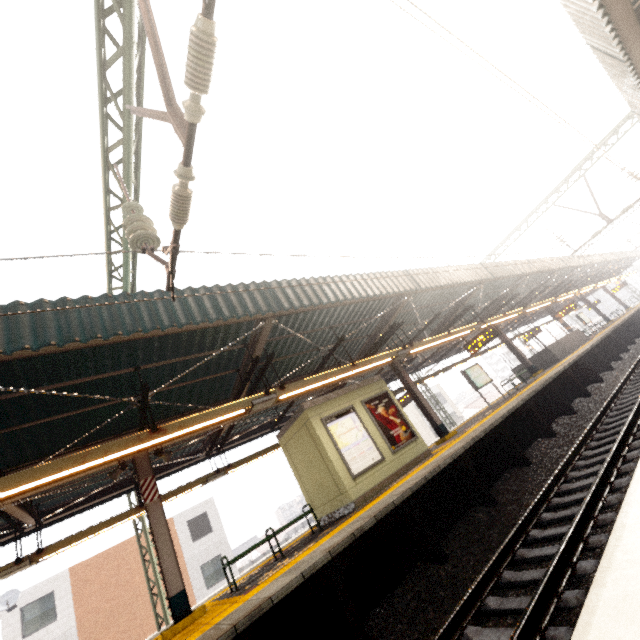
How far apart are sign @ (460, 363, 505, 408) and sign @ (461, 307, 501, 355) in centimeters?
222cm

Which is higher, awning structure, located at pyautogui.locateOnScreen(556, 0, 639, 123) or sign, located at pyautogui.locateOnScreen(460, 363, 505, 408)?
awning structure, located at pyautogui.locateOnScreen(556, 0, 639, 123)

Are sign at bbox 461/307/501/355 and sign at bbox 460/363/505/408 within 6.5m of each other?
yes

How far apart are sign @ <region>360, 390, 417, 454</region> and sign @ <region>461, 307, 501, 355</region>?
4.8 meters

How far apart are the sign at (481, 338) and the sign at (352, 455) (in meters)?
6.40

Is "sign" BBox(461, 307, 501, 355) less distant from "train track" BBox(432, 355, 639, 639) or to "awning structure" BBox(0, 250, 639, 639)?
"awning structure" BBox(0, 250, 639, 639)

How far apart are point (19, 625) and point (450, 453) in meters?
25.8

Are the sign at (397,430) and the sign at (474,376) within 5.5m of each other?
no
